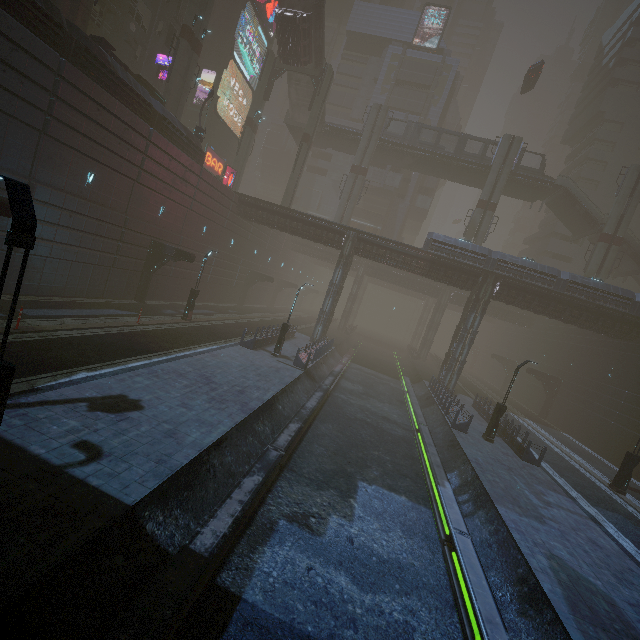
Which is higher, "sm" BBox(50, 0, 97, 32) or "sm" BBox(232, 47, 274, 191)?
"sm" BBox(232, 47, 274, 191)

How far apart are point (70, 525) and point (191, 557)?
2.32m

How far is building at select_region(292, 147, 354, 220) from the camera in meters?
56.8

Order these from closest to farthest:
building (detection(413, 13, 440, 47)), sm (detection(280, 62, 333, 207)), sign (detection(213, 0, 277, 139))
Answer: sm (detection(280, 62, 333, 207)) → sign (detection(213, 0, 277, 139)) → building (detection(413, 13, 440, 47))

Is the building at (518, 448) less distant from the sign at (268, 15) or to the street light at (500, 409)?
the sign at (268, 15)

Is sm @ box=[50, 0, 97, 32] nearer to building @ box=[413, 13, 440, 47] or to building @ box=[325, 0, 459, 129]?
building @ box=[413, 13, 440, 47]

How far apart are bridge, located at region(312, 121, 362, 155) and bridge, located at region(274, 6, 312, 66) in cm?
778

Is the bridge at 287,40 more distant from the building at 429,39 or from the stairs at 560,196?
the stairs at 560,196
